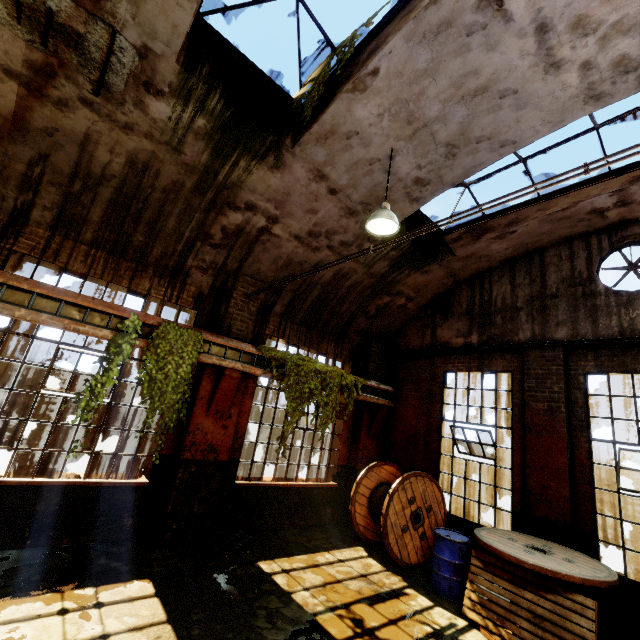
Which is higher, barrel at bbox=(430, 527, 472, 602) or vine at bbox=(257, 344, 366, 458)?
vine at bbox=(257, 344, 366, 458)

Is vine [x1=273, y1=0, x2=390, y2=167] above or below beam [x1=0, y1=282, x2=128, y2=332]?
above

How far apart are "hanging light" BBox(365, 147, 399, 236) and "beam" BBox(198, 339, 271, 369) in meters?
3.7

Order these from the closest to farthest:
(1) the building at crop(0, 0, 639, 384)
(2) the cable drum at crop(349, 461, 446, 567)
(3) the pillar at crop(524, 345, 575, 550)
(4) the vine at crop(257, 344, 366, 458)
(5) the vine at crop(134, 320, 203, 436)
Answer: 1. (1) the building at crop(0, 0, 639, 384)
2. (5) the vine at crop(134, 320, 203, 436)
3. (3) the pillar at crop(524, 345, 575, 550)
4. (2) the cable drum at crop(349, 461, 446, 567)
5. (4) the vine at crop(257, 344, 366, 458)

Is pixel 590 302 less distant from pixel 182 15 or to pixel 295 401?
pixel 295 401

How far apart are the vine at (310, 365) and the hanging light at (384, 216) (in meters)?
3.52

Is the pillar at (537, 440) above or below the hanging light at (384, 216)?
below

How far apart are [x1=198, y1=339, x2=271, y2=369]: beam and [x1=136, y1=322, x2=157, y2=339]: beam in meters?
0.8 m
